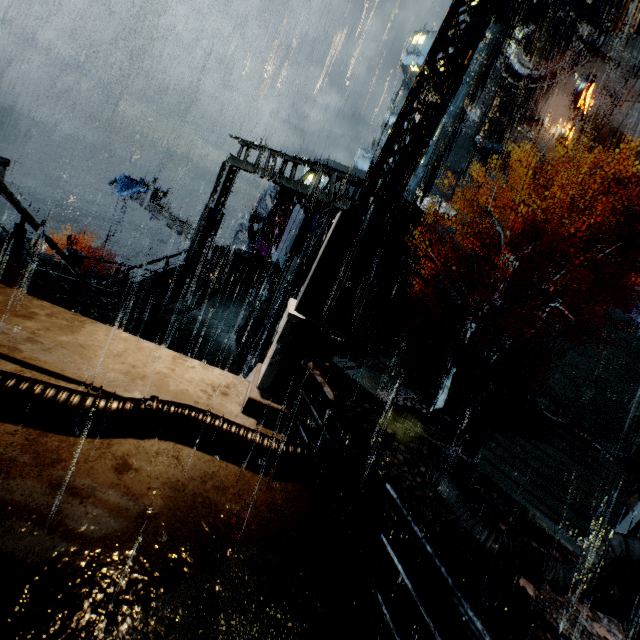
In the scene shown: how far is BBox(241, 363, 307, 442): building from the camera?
4.4m

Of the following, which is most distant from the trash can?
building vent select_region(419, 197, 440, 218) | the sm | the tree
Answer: building vent select_region(419, 197, 440, 218)

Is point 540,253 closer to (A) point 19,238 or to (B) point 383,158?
(B) point 383,158

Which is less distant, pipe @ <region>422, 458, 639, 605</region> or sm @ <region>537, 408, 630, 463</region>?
pipe @ <region>422, 458, 639, 605</region>

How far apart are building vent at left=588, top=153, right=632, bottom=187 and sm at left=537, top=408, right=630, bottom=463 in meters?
24.3 m

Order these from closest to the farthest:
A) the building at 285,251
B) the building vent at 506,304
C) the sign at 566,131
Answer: the building at 285,251
the building vent at 506,304
the sign at 566,131

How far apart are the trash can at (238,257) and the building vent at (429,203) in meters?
25.7 m

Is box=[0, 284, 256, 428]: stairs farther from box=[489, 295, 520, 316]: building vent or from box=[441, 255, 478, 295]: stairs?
box=[489, 295, 520, 316]: building vent
